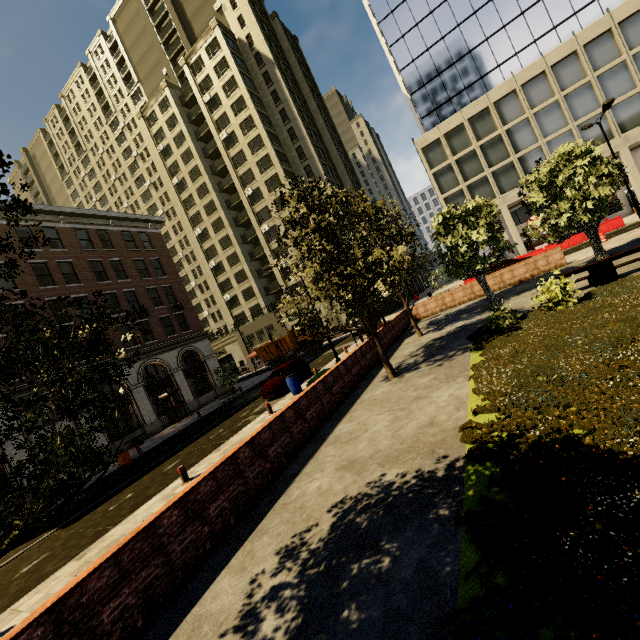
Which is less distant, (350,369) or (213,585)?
(213,585)

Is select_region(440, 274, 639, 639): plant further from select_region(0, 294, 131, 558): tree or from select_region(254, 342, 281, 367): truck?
select_region(254, 342, 281, 367): truck

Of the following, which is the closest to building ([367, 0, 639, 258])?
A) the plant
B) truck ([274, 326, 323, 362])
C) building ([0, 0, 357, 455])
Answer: building ([0, 0, 357, 455])

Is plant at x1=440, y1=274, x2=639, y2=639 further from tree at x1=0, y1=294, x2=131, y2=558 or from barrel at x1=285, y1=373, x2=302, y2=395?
barrel at x1=285, y1=373, x2=302, y2=395

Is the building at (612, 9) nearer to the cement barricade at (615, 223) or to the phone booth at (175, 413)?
the cement barricade at (615, 223)

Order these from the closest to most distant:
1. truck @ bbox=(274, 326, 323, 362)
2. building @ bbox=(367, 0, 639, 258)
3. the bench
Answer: the bench → building @ bbox=(367, 0, 639, 258) → truck @ bbox=(274, 326, 323, 362)

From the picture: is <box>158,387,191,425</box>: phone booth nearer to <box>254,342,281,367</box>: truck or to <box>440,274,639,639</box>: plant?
<box>254,342,281,367</box>: truck

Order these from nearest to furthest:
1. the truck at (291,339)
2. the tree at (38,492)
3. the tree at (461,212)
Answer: the tree at (38,492)
the tree at (461,212)
the truck at (291,339)
